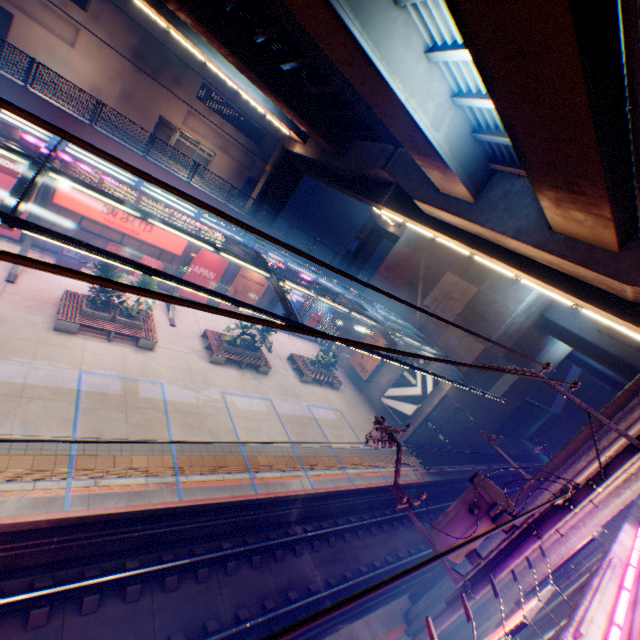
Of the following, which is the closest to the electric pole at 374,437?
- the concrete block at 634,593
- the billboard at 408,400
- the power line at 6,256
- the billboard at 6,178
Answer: the power line at 6,256

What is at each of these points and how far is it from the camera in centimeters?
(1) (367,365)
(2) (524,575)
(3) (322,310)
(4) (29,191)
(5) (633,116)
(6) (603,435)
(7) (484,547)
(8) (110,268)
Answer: (1) billboard, 2667cm
(2) overpass support, 955cm
(3) billboard, 2909cm
(4) canopy, 654cm
(5) pipe, 592cm
(6) overpass support, 921cm
(7) overpass support, 1042cm
(8) plants, 1423cm

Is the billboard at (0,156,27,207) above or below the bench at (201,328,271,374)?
above

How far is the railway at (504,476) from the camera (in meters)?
29.91

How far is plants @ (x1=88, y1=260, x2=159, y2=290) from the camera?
14.1m

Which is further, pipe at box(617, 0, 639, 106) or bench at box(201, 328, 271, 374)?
bench at box(201, 328, 271, 374)

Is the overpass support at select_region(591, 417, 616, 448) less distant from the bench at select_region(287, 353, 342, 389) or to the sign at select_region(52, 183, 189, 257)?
the sign at select_region(52, 183, 189, 257)

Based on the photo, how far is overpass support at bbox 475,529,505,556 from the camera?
10.2m
